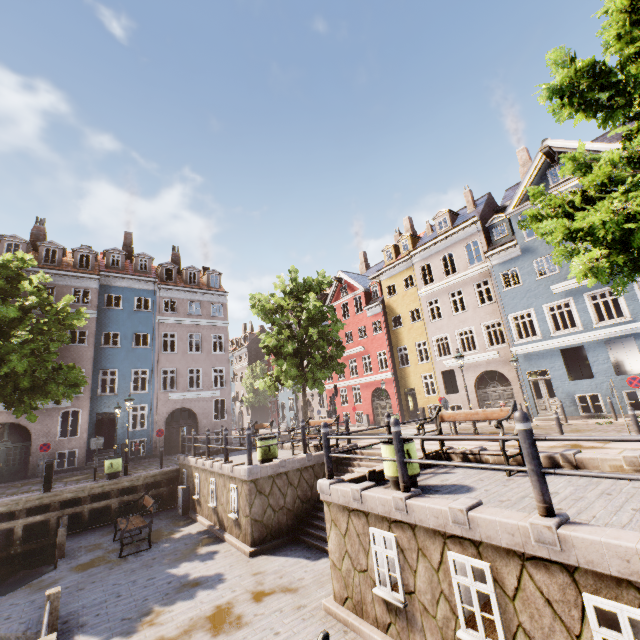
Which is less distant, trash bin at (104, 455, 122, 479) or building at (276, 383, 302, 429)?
trash bin at (104, 455, 122, 479)

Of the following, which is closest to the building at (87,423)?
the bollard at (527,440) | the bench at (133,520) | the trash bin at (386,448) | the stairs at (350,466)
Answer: the bench at (133,520)

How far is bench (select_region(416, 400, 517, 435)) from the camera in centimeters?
701cm

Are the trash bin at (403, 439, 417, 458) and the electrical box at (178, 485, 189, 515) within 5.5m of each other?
no

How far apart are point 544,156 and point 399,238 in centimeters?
1218cm

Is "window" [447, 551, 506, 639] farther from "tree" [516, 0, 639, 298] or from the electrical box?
the electrical box

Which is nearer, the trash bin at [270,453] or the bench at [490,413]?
the bench at [490,413]

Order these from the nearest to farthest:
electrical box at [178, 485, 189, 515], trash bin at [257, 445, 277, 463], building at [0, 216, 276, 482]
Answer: trash bin at [257, 445, 277, 463] < electrical box at [178, 485, 189, 515] < building at [0, 216, 276, 482]
